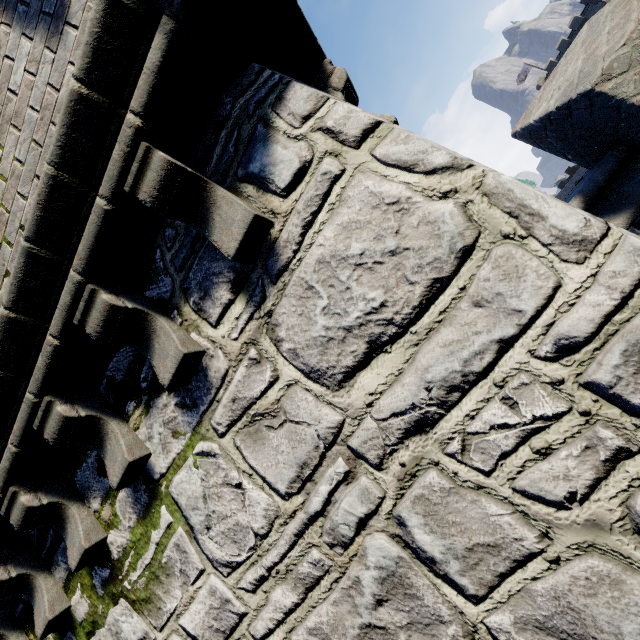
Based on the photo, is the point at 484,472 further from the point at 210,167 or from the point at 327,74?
the point at 327,74
